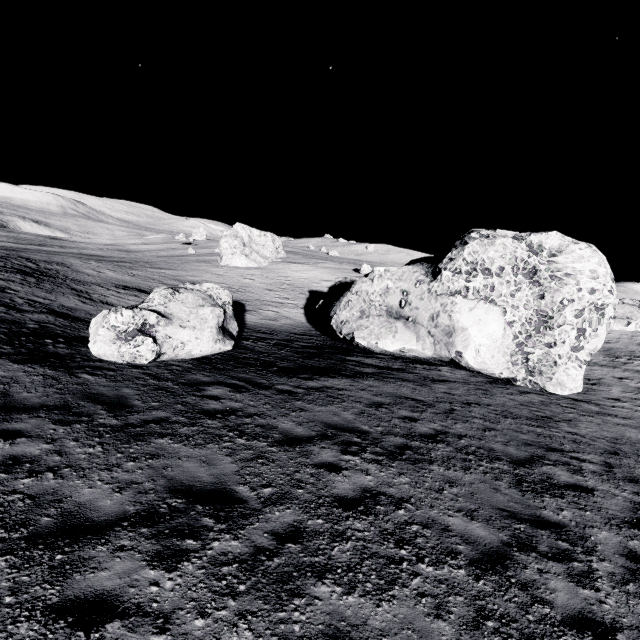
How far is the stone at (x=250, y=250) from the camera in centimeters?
5541cm

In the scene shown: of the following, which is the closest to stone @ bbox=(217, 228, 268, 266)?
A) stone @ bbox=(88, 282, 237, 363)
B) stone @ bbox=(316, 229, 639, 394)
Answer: stone @ bbox=(316, 229, 639, 394)

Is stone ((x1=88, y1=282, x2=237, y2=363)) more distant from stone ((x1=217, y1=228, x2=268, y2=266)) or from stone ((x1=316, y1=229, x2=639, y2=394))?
stone ((x1=217, y1=228, x2=268, y2=266))

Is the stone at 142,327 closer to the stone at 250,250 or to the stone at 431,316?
the stone at 431,316

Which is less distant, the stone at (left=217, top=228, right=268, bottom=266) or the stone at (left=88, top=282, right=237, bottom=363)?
the stone at (left=88, top=282, right=237, bottom=363)

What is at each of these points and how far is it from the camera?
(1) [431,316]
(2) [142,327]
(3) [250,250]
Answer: (1) stone, 16.22m
(2) stone, 10.47m
(3) stone, 59.31m

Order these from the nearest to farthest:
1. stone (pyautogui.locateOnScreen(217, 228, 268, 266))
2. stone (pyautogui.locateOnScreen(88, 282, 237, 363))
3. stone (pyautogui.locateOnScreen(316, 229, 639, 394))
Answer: stone (pyautogui.locateOnScreen(88, 282, 237, 363)), stone (pyautogui.locateOnScreen(316, 229, 639, 394)), stone (pyautogui.locateOnScreen(217, 228, 268, 266))
